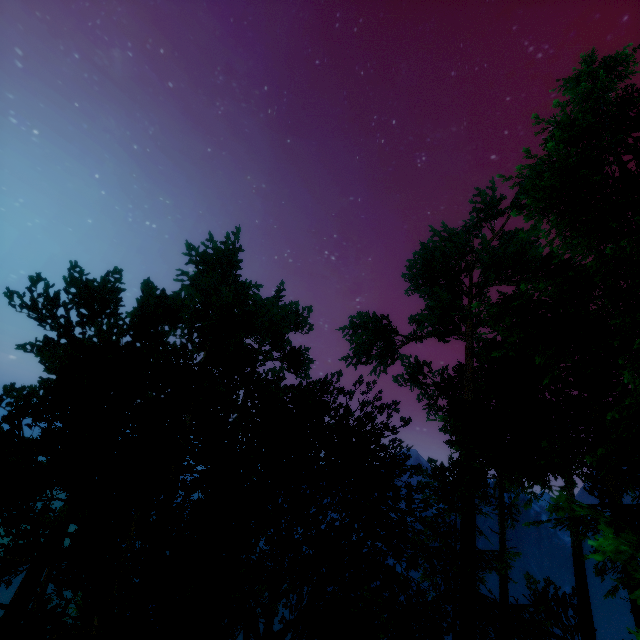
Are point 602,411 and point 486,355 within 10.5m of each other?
yes
